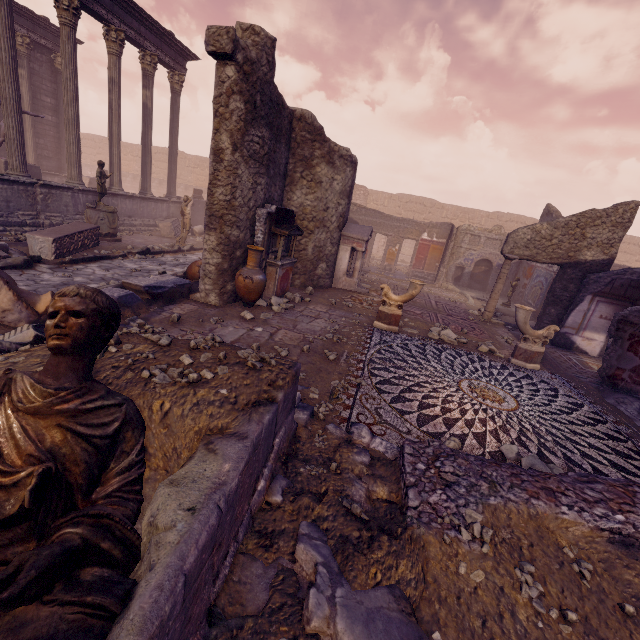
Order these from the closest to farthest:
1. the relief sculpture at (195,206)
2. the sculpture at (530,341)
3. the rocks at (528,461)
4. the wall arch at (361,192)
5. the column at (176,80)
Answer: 1. the rocks at (528,461)
2. the sculpture at (530,341)
3. the column at (176,80)
4. the relief sculpture at (195,206)
5. the wall arch at (361,192)

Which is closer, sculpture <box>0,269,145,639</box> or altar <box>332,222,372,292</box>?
sculpture <box>0,269,145,639</box>

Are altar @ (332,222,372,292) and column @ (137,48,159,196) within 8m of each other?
no

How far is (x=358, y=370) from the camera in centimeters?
518cm

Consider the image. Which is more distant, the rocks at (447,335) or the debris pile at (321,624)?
the rocks at (447,335)

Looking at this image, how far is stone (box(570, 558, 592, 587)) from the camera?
2.29m

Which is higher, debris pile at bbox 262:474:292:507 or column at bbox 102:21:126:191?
column at bbox 102:21:126:191

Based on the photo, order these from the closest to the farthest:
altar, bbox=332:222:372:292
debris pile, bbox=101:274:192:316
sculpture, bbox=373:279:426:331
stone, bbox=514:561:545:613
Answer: stone, bbox=514:561:545:613 → debris pile, bbox=101:274:192:316 → sculpture, bbox=373:279:426:331 → altar, bbox=332:222:372:292
